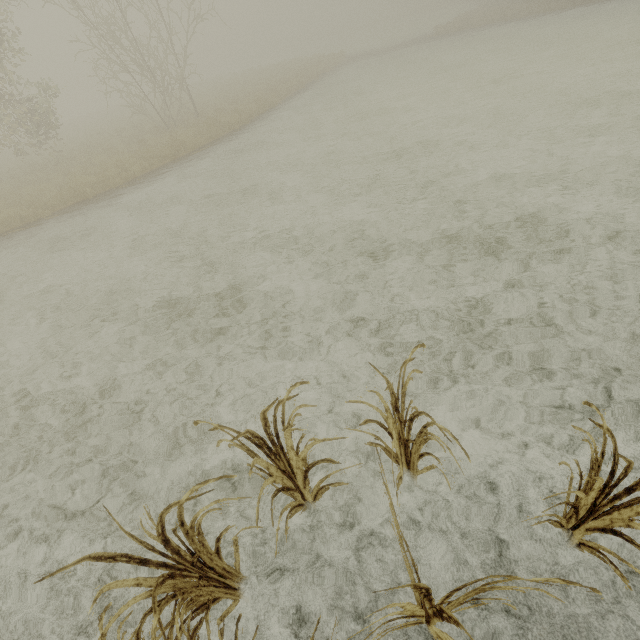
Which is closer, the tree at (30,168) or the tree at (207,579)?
the tree at (207,579)

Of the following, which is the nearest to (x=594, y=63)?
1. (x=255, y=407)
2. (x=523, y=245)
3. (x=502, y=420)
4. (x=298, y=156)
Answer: (x=298, y=156)

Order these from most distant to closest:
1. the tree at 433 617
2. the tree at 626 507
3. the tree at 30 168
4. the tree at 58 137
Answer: the tree at 30 168, the tree at 58 137, the tree at 626 507, the tree at 433 617

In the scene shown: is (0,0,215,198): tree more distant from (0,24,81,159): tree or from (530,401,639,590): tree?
(530,401,639,590): tree

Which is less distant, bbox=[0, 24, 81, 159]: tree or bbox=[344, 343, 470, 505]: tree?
bbox=[344, 343, 470, 505]: tree

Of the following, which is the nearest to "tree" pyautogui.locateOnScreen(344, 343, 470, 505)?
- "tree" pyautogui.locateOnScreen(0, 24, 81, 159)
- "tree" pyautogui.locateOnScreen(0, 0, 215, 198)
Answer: "tree" pyautogui.locateOnScreen(0, 24, 81, 159)
